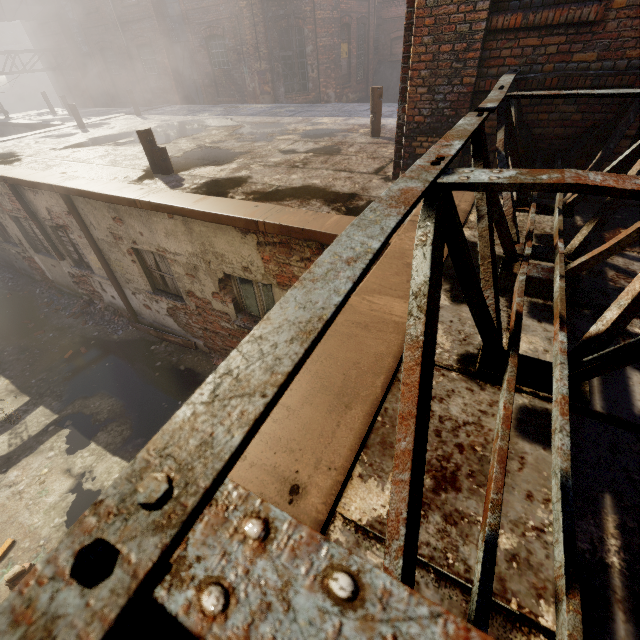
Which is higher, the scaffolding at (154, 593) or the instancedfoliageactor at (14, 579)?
the scaffolding at (154, 593)

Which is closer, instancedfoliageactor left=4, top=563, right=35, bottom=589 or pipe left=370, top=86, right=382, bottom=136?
instancedfoliageactor left=4, top=563, right=35, bottom=589

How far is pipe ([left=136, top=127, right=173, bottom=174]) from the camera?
6.0m

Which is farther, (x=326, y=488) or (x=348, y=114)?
(x=348, y=114)

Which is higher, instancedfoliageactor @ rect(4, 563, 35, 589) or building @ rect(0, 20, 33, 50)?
building @ rect(0, 20, 33, 50)

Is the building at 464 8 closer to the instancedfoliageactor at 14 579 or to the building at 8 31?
the instancedfoliageactor at 14 579

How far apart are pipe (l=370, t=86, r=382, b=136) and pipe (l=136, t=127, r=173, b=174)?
4.47m

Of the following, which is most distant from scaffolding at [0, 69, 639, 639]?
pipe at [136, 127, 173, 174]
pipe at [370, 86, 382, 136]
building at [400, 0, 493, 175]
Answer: pipe at [136, 127, 173, 174]
